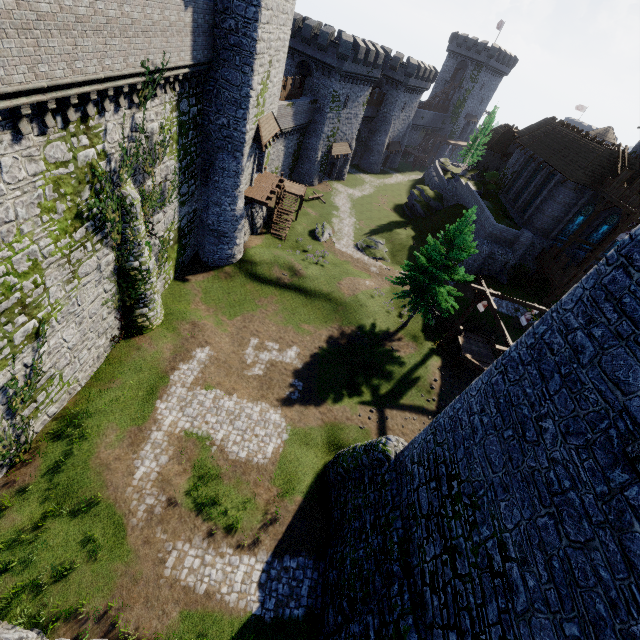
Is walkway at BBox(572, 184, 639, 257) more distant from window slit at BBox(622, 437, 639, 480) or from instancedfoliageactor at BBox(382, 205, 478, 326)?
window slit at BBox(622, 437, 639, 480)

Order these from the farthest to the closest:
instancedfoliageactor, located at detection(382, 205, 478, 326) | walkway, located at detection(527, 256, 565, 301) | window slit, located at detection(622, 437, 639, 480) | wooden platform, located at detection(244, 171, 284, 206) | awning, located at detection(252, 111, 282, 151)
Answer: walkway, located at detection(527, 256, 565, 301)
wooden platform, located at detection(244, 171, 284, 206)
awning, located at detection(252, 111, 282, 151)
instancedfoliageactor, located at detection(382, 205, 478, 326)
window slit, located at detection(622, 437, 639, 480)

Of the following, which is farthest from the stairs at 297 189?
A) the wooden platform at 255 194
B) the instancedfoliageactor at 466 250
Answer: the instancedfoliageactor at 466 250

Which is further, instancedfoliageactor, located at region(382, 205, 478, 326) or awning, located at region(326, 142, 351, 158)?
awning, located at region(326, 142, 351, 158)

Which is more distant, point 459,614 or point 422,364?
point 422,364

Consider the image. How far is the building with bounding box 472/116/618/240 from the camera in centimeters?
3094cm

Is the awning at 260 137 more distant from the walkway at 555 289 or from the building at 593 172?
the walkway at 555 289

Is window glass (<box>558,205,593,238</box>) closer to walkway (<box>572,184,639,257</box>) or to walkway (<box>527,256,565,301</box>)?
walkway (<box>572,184,639,257</box>)
